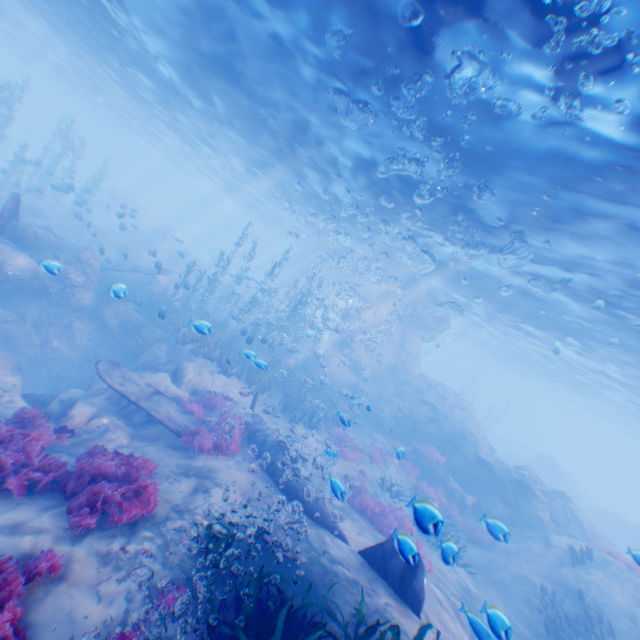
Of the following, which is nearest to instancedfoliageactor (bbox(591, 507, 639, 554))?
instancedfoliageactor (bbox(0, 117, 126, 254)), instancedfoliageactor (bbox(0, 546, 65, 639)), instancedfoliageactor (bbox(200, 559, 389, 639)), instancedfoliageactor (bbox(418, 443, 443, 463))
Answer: instancedfoliageactor (bbox(418, 443, 443, 463))

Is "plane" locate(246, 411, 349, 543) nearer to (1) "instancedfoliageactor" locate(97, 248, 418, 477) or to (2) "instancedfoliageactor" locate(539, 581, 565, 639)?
(1) "instancedfoliageactor" locate(97, 248, 418, 477)

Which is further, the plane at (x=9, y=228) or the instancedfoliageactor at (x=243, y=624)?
the plane at (x=9, y=228)

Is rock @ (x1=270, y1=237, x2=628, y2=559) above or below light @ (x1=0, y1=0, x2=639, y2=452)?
below

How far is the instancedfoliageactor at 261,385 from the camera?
16.6 meters

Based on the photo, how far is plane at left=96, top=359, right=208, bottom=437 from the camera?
9.7m

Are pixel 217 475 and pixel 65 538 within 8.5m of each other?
yes

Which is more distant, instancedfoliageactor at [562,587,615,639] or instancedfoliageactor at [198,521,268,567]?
instancedfoliageactor at [562,587,615,639]
